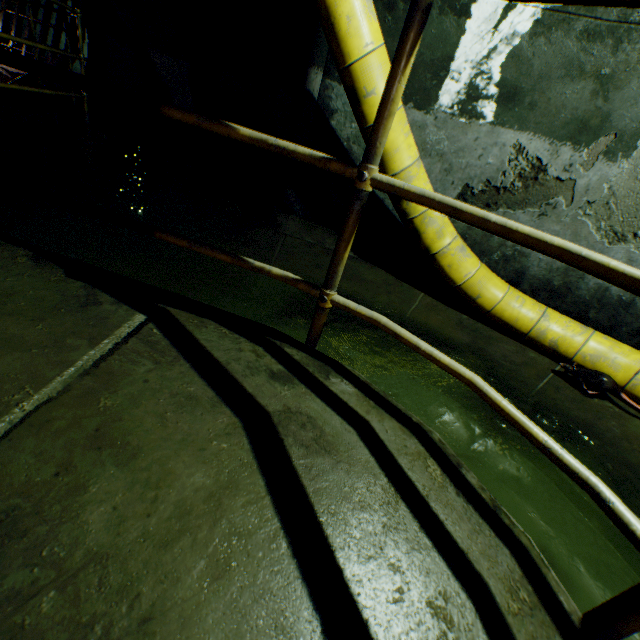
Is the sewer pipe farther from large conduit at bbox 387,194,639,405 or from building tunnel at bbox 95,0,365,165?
large conduit at bbox 387,194,639,405

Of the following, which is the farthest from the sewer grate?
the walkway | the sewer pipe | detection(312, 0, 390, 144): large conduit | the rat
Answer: the rat

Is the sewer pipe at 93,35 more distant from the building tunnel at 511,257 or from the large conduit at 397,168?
the large conduit at 397,168

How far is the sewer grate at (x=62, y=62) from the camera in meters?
7.3 m

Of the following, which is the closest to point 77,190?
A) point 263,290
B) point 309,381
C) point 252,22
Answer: point 263,290

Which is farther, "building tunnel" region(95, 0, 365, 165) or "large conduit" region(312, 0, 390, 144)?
"building tunnel" region(95, 0, 365, 165)

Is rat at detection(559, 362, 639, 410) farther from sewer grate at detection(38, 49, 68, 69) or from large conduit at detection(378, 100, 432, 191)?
sewer grate at detection(38, 49, 68, 69)
